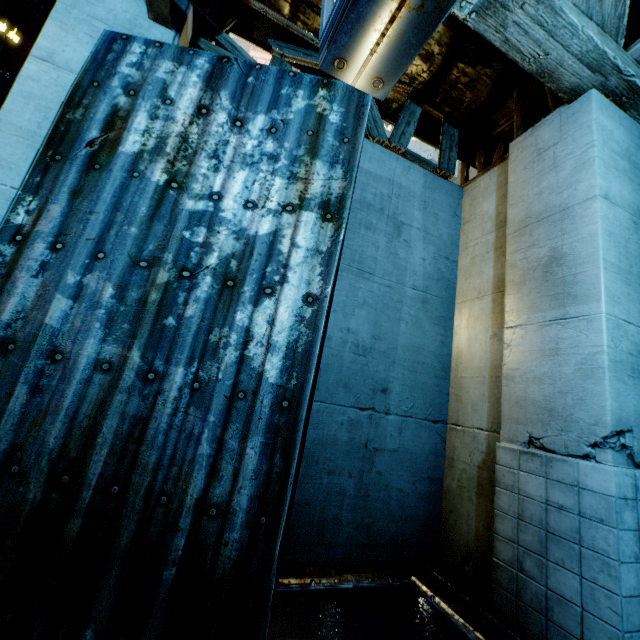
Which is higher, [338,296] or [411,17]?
[411,17]
